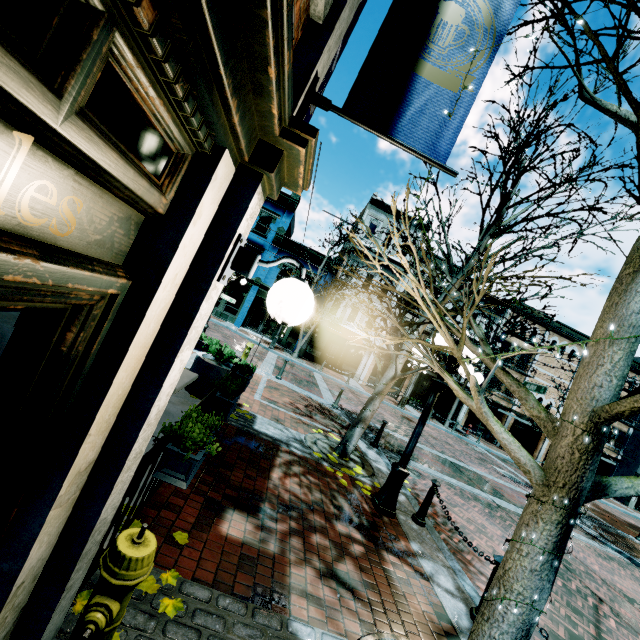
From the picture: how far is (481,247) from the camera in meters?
7.8

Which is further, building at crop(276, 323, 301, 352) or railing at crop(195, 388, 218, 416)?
building at crop(276, 323, 301, 352)

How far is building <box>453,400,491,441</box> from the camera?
26.7m

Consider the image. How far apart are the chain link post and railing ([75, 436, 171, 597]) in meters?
4.2 m

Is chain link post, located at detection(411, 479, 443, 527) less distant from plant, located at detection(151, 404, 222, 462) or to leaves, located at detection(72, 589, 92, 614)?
plant, located at detection(151, 404, 222, 462)

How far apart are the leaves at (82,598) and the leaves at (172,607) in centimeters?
47cm

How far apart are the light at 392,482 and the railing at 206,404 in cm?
334

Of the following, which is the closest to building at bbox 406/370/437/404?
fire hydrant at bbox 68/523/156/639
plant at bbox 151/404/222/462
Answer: plant at bbox 151/404/222/462
